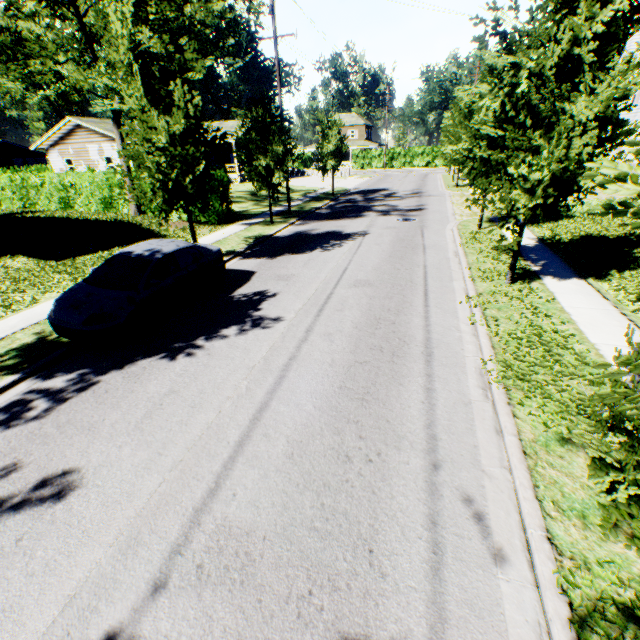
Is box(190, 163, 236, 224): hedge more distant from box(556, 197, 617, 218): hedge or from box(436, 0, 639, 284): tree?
box(556, 197, 617, 218): hedge

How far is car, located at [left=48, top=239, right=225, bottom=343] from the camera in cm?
703

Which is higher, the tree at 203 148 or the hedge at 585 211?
the tree at 203 148

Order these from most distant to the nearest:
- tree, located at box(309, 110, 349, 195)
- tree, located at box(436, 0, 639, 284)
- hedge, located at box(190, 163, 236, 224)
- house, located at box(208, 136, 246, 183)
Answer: house, located at box(208, 136, 246, 183) → tree, located at box(309, 110, 349, 195) → hedge, located at box(190, 163, 236, 224) → tree, located at box(436, 0, 639, 284)

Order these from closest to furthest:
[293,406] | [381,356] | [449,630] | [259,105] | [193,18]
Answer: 1. [449,630]
2. [293,406]
3. [381,356]
4. [193,18]
5. [259,105]

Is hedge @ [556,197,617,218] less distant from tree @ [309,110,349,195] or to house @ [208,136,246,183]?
tree @ [309,110,349,195]

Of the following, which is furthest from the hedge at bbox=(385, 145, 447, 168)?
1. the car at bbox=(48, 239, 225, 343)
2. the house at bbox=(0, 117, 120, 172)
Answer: the car at bbox=(48, 239, 225, 343)

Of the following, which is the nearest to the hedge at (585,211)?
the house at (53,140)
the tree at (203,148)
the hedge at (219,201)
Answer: the tree at (203,148)
